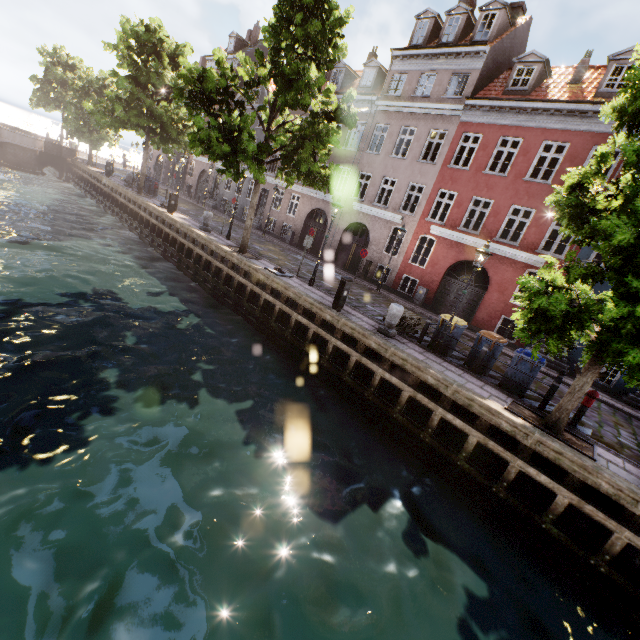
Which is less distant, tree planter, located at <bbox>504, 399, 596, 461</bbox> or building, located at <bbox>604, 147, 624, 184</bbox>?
tree planter, located at <bbox>504, 399, 596, 461</bbox>

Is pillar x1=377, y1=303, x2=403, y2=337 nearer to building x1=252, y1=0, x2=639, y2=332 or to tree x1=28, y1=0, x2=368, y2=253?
tree x1=28, y1=0, x2=368, y2=253

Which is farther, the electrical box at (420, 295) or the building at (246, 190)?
the building at (246, 190)

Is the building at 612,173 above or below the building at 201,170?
above

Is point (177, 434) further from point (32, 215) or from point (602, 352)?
point (32, 215)

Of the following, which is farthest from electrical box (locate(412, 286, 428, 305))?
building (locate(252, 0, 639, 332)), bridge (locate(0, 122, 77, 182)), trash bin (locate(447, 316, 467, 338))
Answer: bridge (locate(0, 122, 77, 182))

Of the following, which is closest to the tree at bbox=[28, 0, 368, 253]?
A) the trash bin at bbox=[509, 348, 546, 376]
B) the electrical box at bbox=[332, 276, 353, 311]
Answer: the trash bin at bbox=[509, 348, 546, 376]

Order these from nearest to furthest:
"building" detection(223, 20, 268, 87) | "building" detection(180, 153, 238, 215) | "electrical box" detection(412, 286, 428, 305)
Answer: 1. "electrical box" detection(412, 286, 428, 305)
2. "building" detection(223, 20, 268, 87)
3. "building" detection(180, 153, 238, 215)
